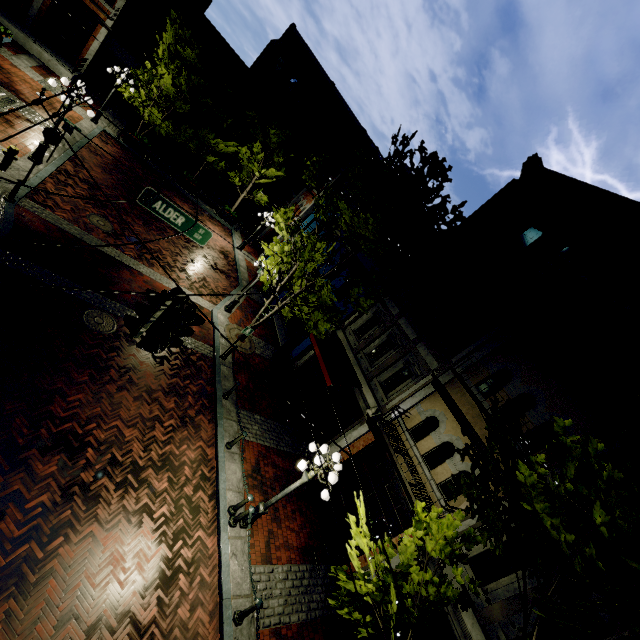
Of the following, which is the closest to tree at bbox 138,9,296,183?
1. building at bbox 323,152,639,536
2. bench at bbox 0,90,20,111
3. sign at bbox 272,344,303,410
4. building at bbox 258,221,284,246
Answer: building at bbox 323,152,639,536

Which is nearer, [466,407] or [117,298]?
[466,407]

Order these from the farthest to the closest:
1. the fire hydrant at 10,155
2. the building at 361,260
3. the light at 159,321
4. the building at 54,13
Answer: the building at 54,13 < the building at 361,260 < the fire hydrant at 10,155 < the light at 159,321

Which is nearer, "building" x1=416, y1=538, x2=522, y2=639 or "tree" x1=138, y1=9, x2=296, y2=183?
"building" x1=416, y1=538, x2=522, y2=639

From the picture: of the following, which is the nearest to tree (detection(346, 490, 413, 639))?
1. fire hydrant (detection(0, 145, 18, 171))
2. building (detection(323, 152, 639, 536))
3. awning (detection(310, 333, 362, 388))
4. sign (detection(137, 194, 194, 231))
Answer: building (detection(323, 152, 639, 536))

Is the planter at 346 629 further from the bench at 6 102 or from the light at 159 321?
the bench at 6 102

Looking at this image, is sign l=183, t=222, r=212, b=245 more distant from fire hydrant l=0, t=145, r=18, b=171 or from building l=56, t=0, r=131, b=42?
building l=56, t=0, r=131, b=42

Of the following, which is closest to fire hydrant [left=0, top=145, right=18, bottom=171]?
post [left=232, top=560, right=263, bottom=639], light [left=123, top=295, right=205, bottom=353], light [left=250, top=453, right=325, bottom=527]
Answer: light [left=123, top=295, right=205, bottom=353]
